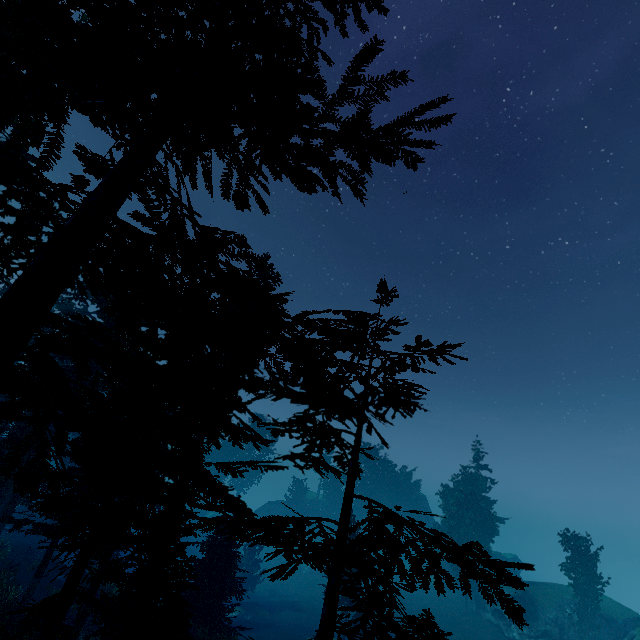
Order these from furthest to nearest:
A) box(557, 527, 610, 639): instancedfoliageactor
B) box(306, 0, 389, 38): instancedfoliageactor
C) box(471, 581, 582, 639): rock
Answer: box(471, 581, 582, 639): rock
box(557, 527, 610, 639): instancedfoliageactor
box(306, 0, 389, 38): instancedfoliageactor

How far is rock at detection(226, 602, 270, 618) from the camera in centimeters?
3538cm

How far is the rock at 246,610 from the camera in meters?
35.4 m

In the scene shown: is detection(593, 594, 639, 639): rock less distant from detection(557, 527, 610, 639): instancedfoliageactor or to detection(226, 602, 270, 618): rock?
detection(557, 527, 610, 639): instancedfoliageactor

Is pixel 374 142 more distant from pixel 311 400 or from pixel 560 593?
pixel 560 593

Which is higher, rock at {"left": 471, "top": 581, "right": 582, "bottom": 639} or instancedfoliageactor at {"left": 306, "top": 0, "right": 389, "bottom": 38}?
instancedfoliageactor at {"left": 306, "top": 0, "right": 389, "bottom": 38}

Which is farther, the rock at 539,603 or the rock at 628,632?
the rock at 539,603
